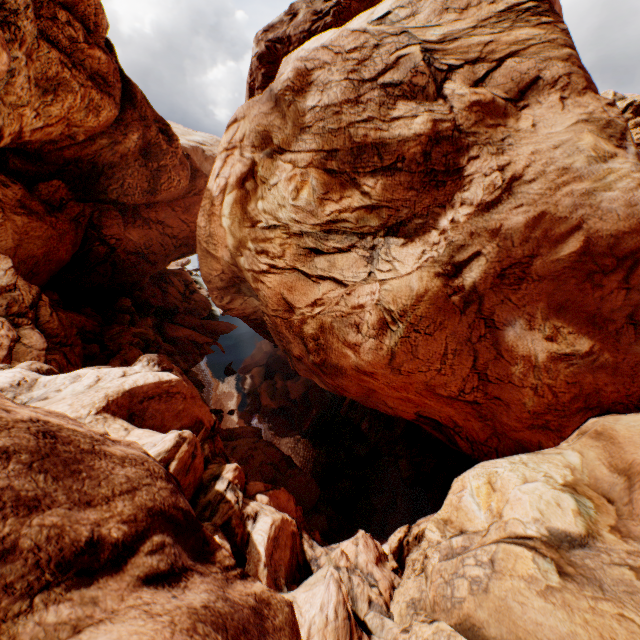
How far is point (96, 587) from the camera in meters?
3.0 m
